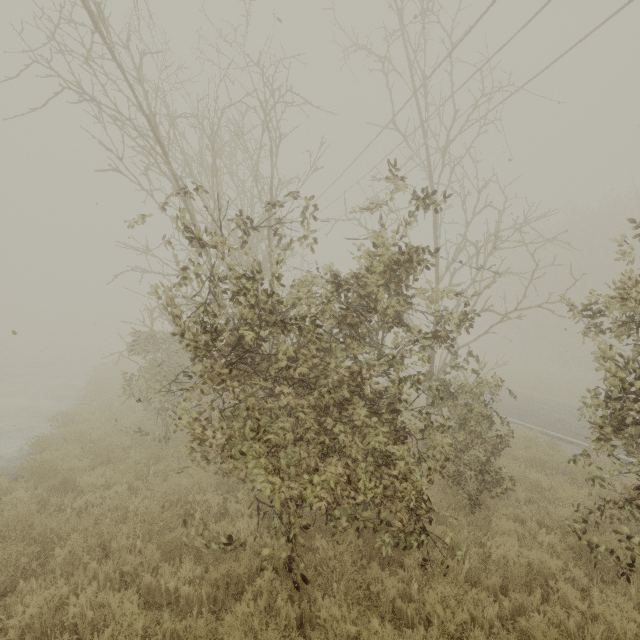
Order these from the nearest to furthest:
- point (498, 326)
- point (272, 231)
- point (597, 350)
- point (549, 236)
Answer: point (272, 231) → point (597, 350) → point (549, 236) → point (498, 326)

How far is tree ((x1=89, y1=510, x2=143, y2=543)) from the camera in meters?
5.0

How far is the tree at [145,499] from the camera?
5.75m

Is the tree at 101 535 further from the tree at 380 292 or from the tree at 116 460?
the tree at 380 292

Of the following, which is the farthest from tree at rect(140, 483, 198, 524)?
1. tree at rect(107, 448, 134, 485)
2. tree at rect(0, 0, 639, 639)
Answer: tree at rect(0, 0, 639, 639)

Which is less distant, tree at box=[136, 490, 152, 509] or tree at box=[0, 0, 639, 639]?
tree at box=[0, 0, 639, 639]

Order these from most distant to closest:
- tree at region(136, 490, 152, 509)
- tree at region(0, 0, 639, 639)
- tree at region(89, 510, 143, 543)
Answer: tree at region(136, 490, 152, 509)
tree at region(89, 510, 143, 543)
tree at region(0, 0, 639, 639)
